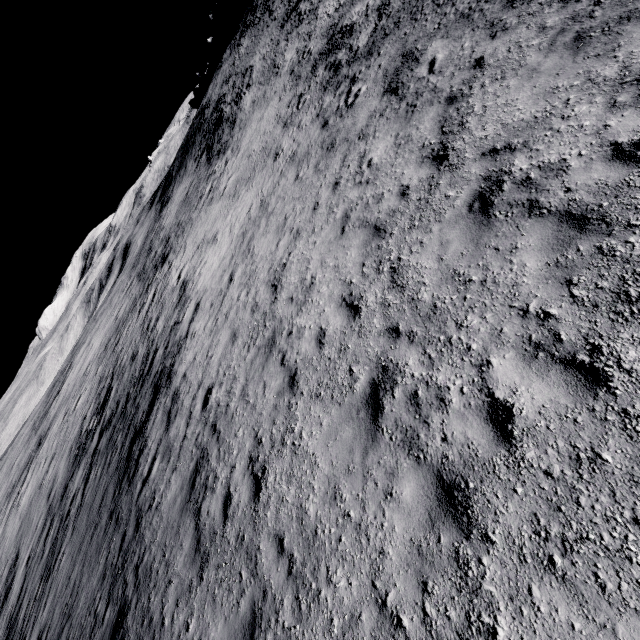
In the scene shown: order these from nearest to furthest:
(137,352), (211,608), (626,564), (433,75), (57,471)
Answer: (626,564)
(211,608)
(433,75)
(137,352)
(57,471)
